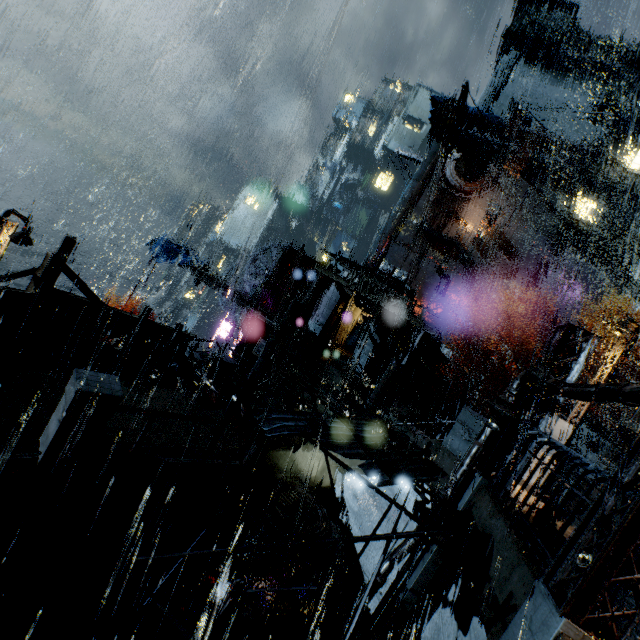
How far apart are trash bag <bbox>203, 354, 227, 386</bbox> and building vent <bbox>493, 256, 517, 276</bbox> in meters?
42.0

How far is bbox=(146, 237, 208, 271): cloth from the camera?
25.9 meters

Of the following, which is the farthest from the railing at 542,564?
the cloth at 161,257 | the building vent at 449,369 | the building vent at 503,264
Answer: the building vent at 503,264

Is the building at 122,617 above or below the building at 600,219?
below

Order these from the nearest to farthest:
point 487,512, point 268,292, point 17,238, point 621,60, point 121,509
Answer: point 487,512 < point 121,509 < point 17,238 < point 268,292 < point 621,60

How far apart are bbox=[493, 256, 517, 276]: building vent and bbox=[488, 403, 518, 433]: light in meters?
40.9

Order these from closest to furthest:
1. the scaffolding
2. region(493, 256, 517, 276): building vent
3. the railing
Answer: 1. the scaffolding
2. the railing
3. region(493, 256, 517, 276): building vent

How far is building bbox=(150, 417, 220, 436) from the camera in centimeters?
952cm
